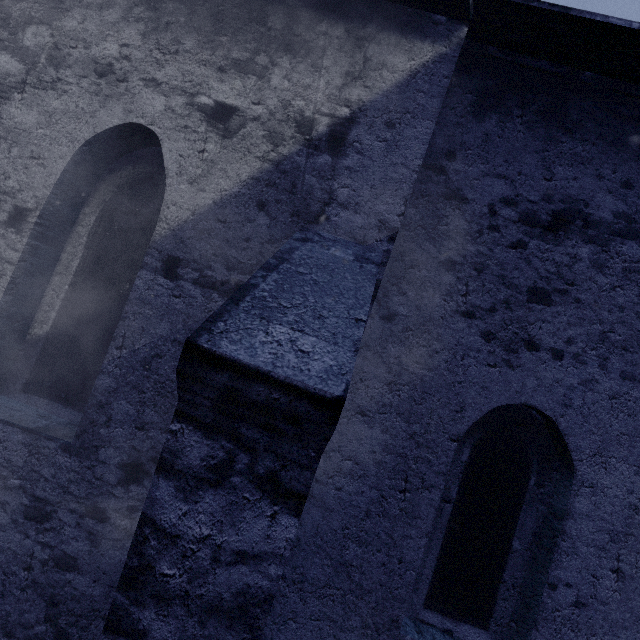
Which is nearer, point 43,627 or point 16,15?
point 43,627
